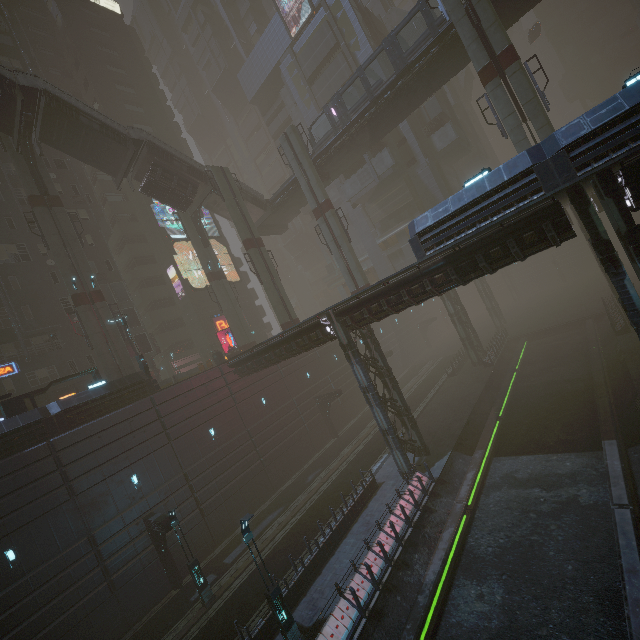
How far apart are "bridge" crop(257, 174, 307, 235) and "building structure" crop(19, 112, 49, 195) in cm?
1923

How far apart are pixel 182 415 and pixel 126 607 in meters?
11.2 m

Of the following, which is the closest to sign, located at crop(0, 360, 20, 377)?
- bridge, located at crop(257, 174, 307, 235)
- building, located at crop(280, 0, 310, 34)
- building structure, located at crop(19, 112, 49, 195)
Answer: building structure, located at crop(19, 112, 49, 195)

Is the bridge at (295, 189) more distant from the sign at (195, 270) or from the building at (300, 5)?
the building at (300, 5)

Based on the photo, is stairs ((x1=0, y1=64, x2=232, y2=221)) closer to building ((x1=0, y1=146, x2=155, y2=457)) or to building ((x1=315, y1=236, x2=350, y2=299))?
building ((x1=0, y1=146, x2=155, y2=457))

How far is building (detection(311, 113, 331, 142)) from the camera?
40.1m

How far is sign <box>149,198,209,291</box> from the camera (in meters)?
40.22

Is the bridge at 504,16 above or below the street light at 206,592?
above
